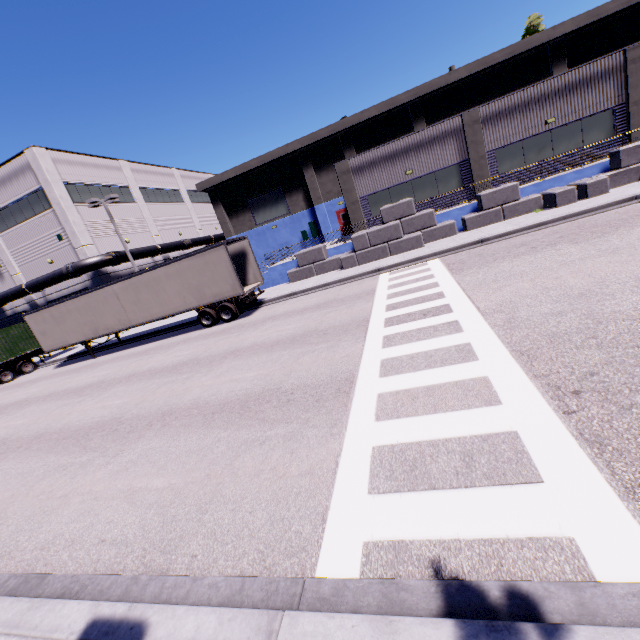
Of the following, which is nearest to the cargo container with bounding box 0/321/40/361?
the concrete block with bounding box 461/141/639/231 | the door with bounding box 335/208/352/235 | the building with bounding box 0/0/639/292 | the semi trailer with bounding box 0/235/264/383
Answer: the semi trailer with bounding box 0/235/264/383

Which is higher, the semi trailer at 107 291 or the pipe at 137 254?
the pipe at 137 254

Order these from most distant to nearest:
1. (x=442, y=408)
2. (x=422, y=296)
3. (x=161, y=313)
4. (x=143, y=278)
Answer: (x=161, y=313)
(x=143, y=278)
(x=422, y=296)
(x=442, y=408)

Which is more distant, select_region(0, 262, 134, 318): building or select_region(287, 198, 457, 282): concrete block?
select_region(0, 262, 134, 318): building

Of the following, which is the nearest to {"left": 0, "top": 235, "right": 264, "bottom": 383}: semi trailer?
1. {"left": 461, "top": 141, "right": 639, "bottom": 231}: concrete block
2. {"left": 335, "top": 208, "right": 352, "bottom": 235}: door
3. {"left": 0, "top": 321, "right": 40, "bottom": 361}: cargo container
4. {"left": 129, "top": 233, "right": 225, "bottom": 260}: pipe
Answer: {"left": 0, "top": 321, "right": 40, "bottom": 361}: cargo container

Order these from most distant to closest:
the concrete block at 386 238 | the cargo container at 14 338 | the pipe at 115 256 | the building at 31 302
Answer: the building at 31 302 < the pipe at 115 256 < the cargo container at 14 338 < the concrete block at 386 238

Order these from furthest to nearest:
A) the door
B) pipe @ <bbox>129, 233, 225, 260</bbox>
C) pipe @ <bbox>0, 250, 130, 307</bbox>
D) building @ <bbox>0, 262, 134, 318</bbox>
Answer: the door, pipe @ <bbox>129, 233, 225, 260</bbox>, building @ <bbox>0, 262, 134, 318</bbox>, pipe @ <bbox>0, 250, 130, 307</bbox>

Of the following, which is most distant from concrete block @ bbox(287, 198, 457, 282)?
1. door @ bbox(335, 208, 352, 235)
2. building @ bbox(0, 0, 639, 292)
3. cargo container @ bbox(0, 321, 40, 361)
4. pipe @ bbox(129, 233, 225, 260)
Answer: door @ bbox(335, 208, 352, 235)
